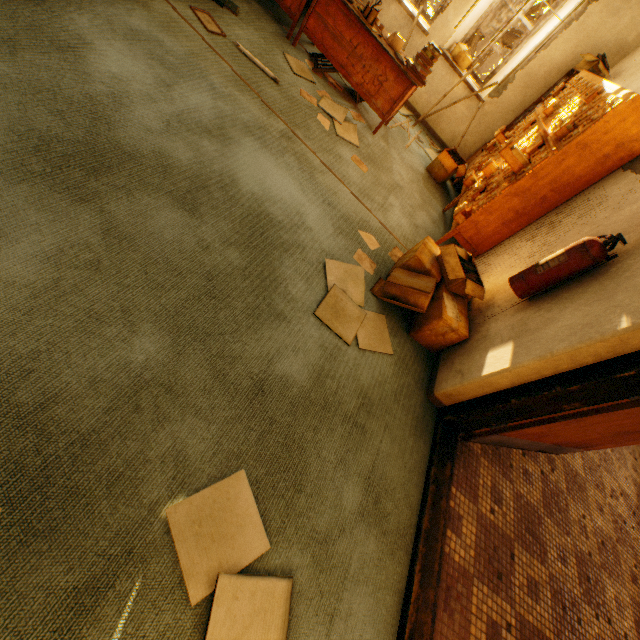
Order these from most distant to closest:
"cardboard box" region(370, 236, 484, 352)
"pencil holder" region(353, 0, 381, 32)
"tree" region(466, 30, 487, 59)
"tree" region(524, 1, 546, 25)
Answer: "tree" region(466, 30, 487, 59), "tree" region(524, 1, 546, 25), "pencil holder" region(353, 0, 381, 32), "cardboard box" region(370, 236, 484, 352)

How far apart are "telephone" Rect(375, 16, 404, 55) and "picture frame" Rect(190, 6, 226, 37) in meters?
2.0 m

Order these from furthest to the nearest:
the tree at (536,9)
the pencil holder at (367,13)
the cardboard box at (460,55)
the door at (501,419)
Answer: the tree at (536,9)
the cardboard box at (460,55)
the pencil holder at (367,13)
the door at (501,419)

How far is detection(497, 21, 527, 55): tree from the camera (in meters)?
10.55

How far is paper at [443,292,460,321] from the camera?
2.4 meters

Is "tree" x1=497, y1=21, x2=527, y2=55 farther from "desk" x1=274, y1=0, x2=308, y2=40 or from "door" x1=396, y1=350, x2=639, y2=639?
"door" x1=396, y1=350, x2=639, y2=639

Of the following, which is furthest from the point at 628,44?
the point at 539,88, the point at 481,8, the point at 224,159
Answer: the point at 224,159

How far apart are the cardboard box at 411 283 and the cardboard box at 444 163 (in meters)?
2.18
